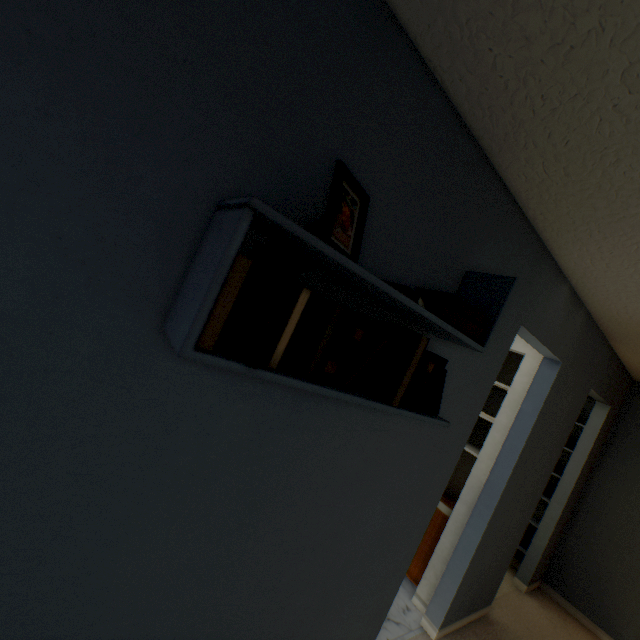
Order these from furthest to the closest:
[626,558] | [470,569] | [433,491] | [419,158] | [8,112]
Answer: [626,558]
[470,569]
[433,491]
[419,158]
[8,112]

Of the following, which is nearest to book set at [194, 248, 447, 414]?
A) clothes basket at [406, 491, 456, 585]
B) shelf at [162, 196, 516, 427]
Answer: shelf at [162, 196, 516, 427]

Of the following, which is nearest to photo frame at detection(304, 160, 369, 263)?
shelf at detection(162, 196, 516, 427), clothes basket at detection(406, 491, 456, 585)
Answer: shelf at detection(162, 196, 516, 427)

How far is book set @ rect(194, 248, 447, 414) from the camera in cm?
64

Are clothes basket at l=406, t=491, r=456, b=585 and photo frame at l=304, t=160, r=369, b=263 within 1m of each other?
no

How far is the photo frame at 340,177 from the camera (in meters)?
0.73

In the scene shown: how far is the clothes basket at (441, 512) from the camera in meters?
2.7

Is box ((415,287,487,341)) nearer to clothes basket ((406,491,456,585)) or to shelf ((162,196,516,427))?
shelf ((162,196,516,427))
